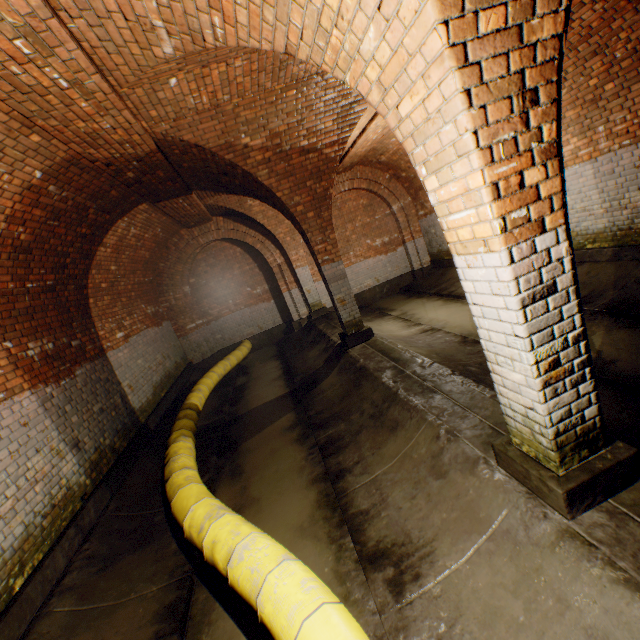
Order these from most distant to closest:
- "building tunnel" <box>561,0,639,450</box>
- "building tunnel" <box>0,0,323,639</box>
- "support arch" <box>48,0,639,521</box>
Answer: "building tunnel" <box>561,0,639,450</box> → "building tunnel" <box>0,0,323,639</box> → "support arch" <box>48,0,639,521</box>

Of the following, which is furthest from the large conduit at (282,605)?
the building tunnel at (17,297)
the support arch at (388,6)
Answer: the support arch at (388,6)

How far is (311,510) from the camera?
3.62m

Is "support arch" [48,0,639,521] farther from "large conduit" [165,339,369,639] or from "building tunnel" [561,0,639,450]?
"large conduit" [165,339,369,639]

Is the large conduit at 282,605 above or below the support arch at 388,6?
below

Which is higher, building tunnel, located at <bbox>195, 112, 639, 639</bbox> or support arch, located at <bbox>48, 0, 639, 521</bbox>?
support arch, located at <bbox>48, 0, 639, 521</bbox>

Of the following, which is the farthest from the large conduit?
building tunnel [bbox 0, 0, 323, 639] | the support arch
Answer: the support arch
